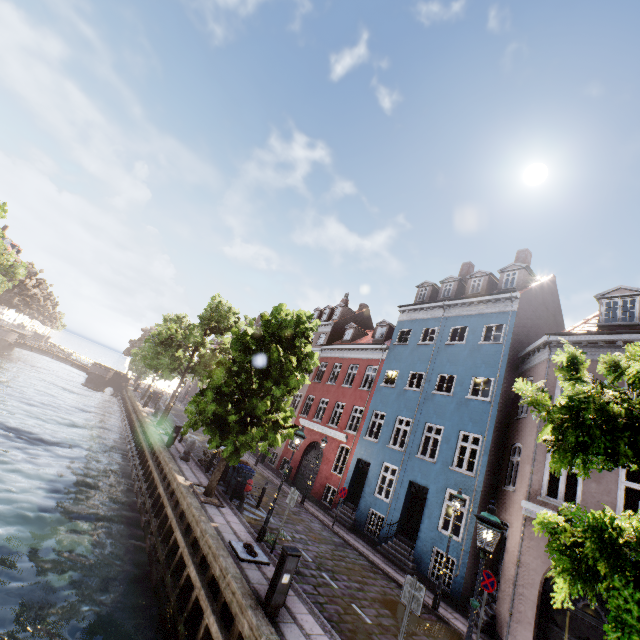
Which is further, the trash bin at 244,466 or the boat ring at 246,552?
the trash bin at 244,466

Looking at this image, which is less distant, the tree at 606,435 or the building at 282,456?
the tree at 606,435

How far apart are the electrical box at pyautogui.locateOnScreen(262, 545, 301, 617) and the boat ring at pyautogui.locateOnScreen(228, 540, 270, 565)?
1.96m

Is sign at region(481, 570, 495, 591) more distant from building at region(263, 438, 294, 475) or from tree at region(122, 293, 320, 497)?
tree at region(122, 293, 320, 497)

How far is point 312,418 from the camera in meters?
25.0

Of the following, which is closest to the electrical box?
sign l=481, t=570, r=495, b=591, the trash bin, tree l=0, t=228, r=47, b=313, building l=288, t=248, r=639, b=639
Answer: tree l=0, t=228, r=47, b=313

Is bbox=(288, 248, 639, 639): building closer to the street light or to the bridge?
the street light

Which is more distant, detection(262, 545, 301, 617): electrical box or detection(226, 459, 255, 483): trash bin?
detection(226, 459, 255, 483): trash bin
